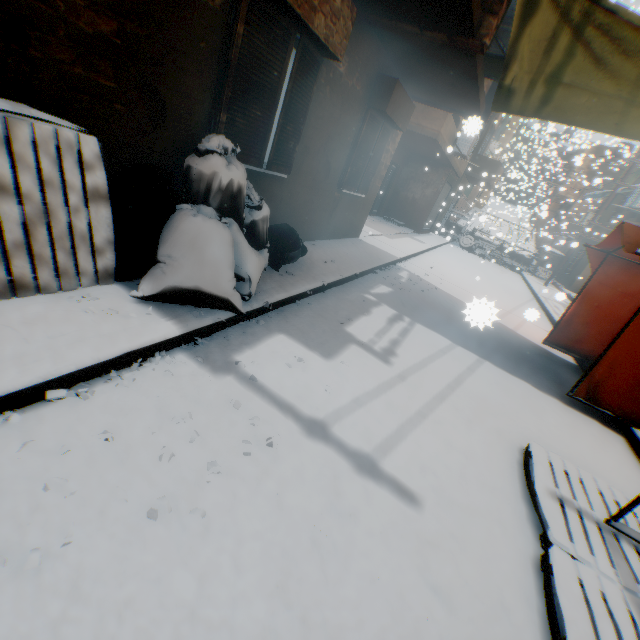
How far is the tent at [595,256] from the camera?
6.2 meters

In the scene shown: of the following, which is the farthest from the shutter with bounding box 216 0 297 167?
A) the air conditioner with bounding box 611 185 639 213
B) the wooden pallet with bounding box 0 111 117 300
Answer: the air conditioner with bounding box 611 185 639 213

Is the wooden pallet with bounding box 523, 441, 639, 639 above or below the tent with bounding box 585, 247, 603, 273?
below

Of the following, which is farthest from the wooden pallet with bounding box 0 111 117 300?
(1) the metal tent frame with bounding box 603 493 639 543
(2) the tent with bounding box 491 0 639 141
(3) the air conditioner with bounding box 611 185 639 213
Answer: (3) the air conditioner with bounding box 611 185 639 213

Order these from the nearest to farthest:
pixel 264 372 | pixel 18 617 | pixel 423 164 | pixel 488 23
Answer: pixel 18 617, pixel 264 372, pixel 488 23, pixel 423 164

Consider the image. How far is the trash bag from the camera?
2.86m

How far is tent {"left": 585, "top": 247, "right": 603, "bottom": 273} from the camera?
6.2 meters

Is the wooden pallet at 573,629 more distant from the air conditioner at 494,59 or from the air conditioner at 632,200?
the air conditioner at 632,200
